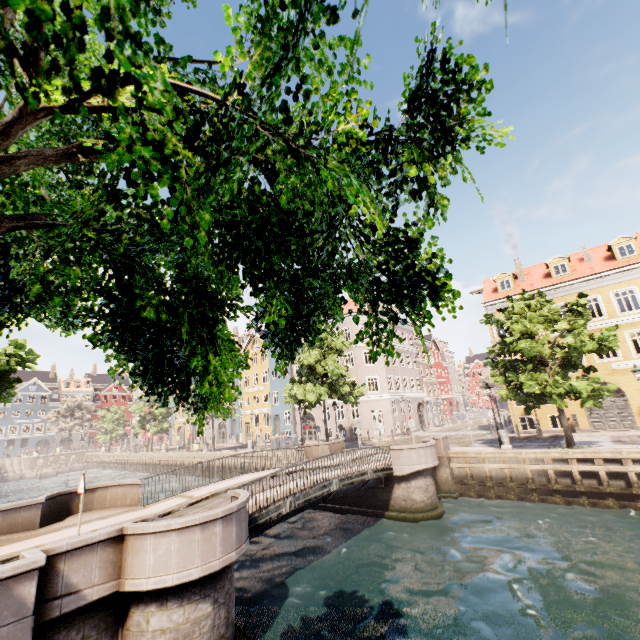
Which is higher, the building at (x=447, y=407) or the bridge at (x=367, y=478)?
the building at (x=447, y=407)

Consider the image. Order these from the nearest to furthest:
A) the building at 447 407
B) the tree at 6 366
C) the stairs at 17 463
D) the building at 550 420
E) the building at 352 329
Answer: the tree at 6 366 < the building at 550 420 < the building at 447 407 < the building at 352 329 < the stairs at 17 463

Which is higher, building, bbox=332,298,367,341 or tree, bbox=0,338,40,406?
building, bbox=332,298,367,341

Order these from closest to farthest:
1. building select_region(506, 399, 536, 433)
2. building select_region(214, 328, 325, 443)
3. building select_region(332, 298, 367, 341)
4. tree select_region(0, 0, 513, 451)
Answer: tree select_region(0, 0, 513, 451)
building select_region(506, 399, 536, 433)
building select_region(332, 298, 367, 341)
building select_region(214, 328, 325, 443)

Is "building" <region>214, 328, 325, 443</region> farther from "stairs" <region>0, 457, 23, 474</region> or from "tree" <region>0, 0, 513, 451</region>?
"stairs" <region>0, 457, 23, 474</region>

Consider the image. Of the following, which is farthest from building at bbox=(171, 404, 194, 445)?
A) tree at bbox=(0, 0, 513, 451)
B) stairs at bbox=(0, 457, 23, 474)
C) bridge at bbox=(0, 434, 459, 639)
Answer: stairs at bbox=(0, 457, 23, 474)

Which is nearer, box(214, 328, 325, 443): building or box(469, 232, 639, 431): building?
box(469, 232, 639, 431): building

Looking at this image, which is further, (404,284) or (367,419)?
(367,419)
